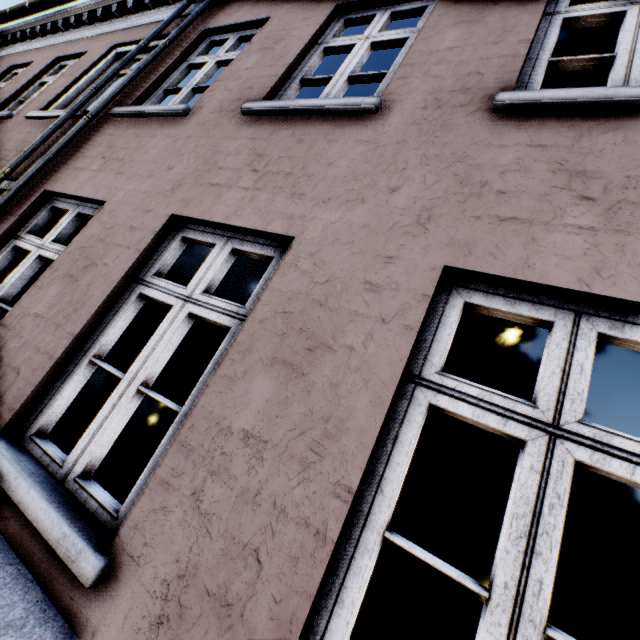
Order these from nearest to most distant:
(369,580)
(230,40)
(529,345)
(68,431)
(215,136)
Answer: (215,136) → (230,40) → (68,431) → (369,580) → (529,345)
